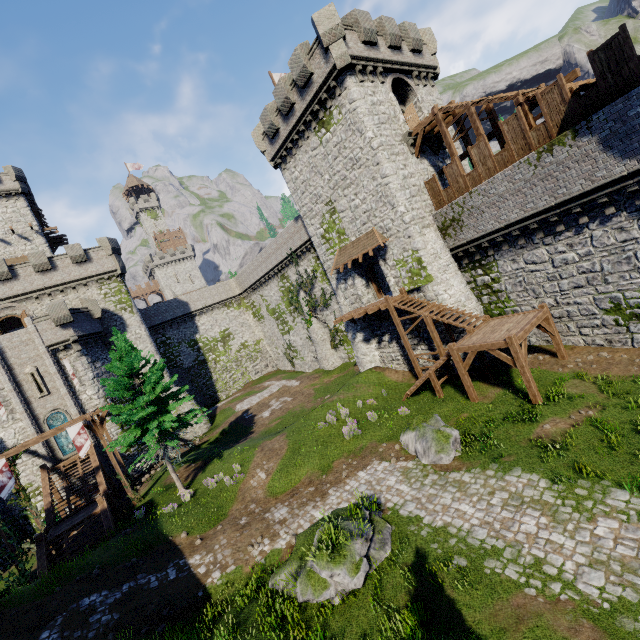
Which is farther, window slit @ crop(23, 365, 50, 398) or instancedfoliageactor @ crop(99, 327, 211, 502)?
window slit @ crop(23, 365, 50, 398)

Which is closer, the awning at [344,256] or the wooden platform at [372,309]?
the awning at [344,256]

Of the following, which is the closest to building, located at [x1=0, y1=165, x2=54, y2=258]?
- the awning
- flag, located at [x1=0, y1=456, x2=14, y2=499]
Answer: flag, located at [x1=0, y1=456, x2=14, y2=499]

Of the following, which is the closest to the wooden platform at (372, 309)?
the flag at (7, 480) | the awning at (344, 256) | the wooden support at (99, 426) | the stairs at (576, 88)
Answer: the awning at (344, 256)

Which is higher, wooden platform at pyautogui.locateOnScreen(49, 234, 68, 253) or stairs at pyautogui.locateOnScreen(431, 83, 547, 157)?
wooden platform at pyautogui.locateOnScreen(49, 234, 68, 253)

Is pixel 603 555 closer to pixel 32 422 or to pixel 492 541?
pixel 492 541

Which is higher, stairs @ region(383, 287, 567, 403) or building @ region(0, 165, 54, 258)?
building @ region(0, 165, 54, 258)

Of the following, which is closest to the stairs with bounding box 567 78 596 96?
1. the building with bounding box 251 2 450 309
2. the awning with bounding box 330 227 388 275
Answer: the building with bounding box 251 2 450 309
